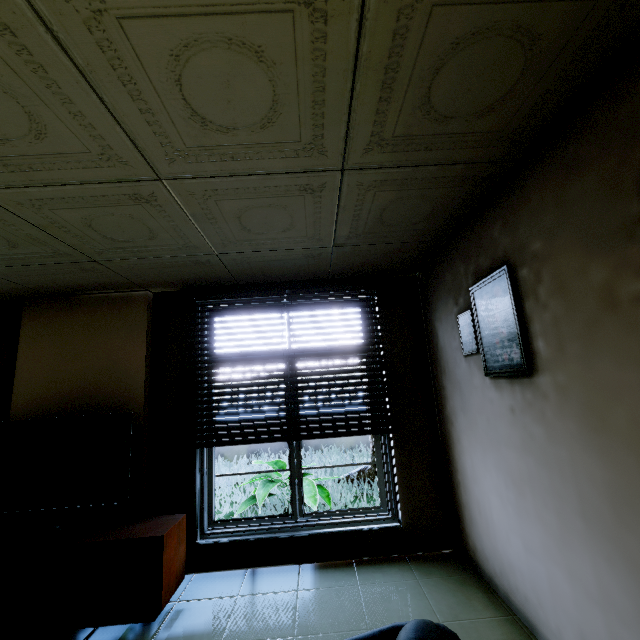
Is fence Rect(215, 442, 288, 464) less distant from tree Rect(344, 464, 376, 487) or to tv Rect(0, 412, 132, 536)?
tree Rect(344, 464, 376, 487)

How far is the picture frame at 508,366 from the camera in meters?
2.0 m

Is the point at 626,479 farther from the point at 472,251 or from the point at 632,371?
the point at 472,251

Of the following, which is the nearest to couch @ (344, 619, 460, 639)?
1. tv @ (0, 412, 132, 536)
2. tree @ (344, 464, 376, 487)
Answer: tv @ (0, 412, 132, 536)

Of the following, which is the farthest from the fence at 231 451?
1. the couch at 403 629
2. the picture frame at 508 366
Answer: the couch at 403 629

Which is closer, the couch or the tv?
the couch

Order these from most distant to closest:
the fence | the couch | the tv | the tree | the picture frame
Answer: the fence, the tree, the tv, the picture frame, the couch

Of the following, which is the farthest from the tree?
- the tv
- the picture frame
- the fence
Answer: the tv
